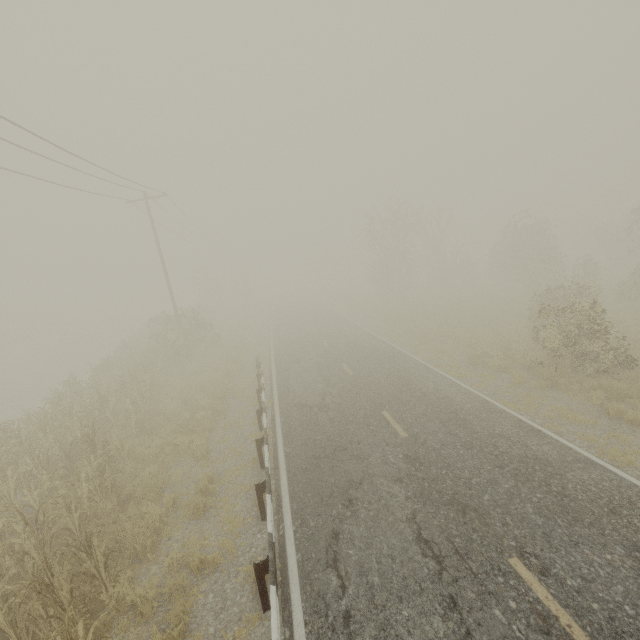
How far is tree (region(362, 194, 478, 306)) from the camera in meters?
34.1

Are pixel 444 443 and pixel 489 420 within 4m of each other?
yes

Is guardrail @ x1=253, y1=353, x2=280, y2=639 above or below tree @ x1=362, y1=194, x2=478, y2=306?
below

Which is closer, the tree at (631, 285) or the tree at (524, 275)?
the tree at (524, 275)

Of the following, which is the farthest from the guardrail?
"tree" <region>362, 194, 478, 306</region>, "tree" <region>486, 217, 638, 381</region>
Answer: "tree" <region>362, 194, 478, 306</region>

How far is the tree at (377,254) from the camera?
34.06m

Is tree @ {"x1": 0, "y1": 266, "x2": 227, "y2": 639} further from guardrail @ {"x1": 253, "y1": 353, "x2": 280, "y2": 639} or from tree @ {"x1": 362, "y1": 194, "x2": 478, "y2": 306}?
tree @ {"x1": 362, "y1": 194, "x2": 478, "y2": 306}
